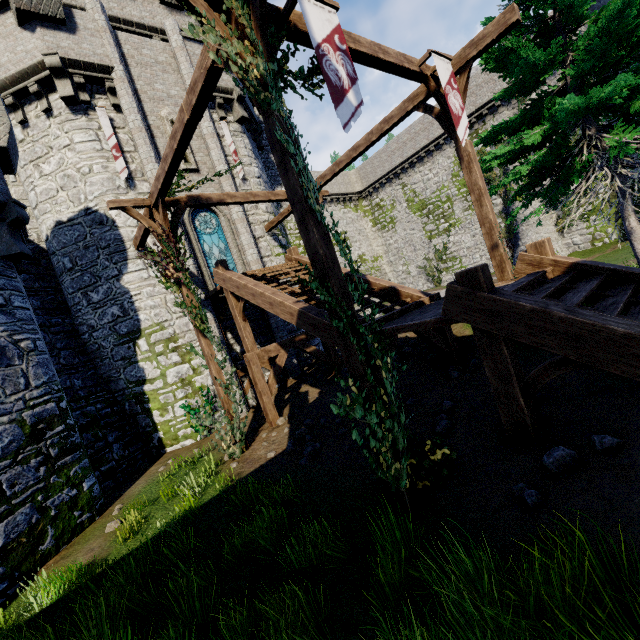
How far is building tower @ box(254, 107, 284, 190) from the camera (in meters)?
20.44

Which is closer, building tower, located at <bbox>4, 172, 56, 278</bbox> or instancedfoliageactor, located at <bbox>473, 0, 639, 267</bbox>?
instancedfoliageactor, located at <bbox>473, 0, 639, 267</bbox>

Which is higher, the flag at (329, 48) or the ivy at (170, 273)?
the flag at (329, 48)

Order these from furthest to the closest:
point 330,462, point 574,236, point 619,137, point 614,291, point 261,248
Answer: point 574,236
point 261,248
point 619,137
point 330,462
point 614,291

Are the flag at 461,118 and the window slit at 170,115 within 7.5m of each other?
no

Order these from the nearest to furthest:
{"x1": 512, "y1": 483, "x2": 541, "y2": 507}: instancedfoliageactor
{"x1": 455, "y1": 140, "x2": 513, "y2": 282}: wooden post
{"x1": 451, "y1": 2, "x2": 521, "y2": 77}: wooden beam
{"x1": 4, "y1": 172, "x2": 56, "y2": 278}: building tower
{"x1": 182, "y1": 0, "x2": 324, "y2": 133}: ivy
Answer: {"x1": 512, "y1": 483, "x2": 541, "y2": 507}: instancedfoliageactor
{"x1": 182, "y1": 0, "x2": 324, "y2": 133}: ivy
{"x1": 451, "y1": 2, "x2": 521, "y2": 77}: wooden beam
{"x1": 455, "y1": 140, "x2": 513, "y2": 282}: wooden post
{"x1": 4, "y1": 172, "x2": 56, "y2": 278}: building tower

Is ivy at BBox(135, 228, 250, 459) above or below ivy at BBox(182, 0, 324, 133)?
below

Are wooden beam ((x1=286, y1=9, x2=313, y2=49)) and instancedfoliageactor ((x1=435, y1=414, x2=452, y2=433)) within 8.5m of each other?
yes
